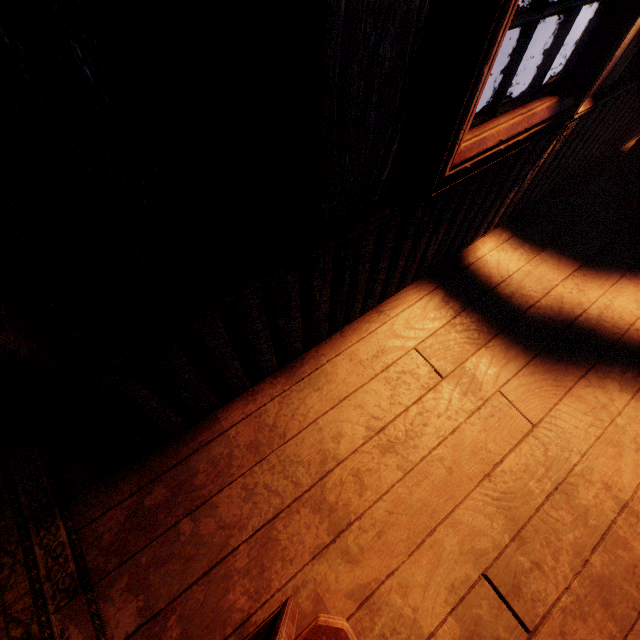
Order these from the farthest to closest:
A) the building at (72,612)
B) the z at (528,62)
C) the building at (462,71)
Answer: the z at (528,62) < the building at (72,612) < the building at (462,71)

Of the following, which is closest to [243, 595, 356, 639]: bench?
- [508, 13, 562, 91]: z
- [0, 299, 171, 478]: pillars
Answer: [0, 299, 171, 478]: pillars

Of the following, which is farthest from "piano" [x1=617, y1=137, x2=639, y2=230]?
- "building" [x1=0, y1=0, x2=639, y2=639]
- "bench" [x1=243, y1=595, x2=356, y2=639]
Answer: "bench" [x1=243, y1=595, x2=356, y2=639]

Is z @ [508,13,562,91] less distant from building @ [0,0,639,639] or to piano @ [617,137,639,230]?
building @ [0,0,639,639]

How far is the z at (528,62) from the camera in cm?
608

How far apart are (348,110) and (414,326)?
1.43m

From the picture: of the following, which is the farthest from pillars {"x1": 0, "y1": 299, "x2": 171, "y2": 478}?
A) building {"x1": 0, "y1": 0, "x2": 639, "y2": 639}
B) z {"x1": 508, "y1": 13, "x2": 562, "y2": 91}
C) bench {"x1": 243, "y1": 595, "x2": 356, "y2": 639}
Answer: z {"x1": 508, "y1": 13, "x2": 562, "y2": 91}

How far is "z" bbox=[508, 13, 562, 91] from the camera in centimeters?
608cm
